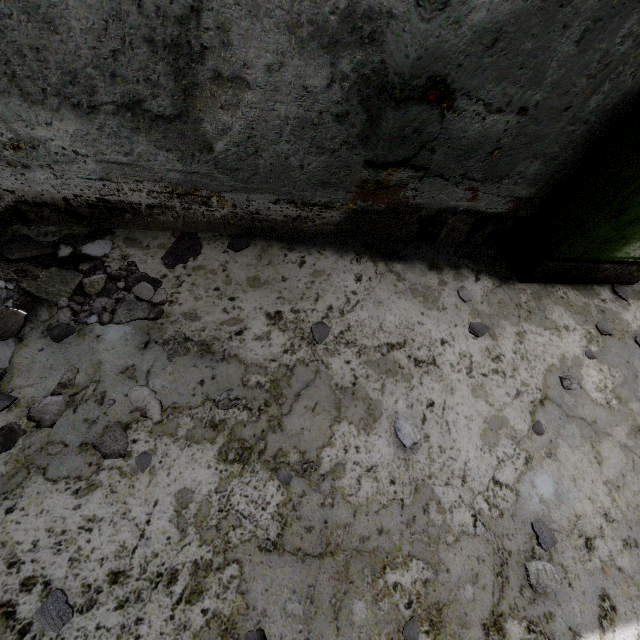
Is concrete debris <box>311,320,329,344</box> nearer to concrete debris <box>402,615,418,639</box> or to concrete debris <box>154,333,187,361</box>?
concrete debris <box>154,333,187,361</box>

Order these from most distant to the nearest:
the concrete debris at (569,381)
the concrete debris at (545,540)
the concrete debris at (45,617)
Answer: the concrete debris at (569,381) < the concrete debris at (545,540) < the concrete debris at (45,617)

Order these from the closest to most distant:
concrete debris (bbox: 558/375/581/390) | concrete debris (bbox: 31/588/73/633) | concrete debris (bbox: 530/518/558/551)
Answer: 1. concrete debris (bbox: 31/588/73/633)
2. concrete debris (bbox: 530/518/558/551)
3. concrete debris (bbox: 558/375/581/390)

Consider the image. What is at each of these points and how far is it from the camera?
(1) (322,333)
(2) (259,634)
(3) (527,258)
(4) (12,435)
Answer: (1) concrete debris, 2.50m
(2) concrete debris, 1.60m
(3) power box, 3.06m
(4) concrete debris, 1.86m

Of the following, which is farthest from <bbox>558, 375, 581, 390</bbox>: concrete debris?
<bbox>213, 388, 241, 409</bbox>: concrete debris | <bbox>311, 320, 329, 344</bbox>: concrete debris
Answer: <bbox>213, 388, 241, 409</bbox>: concrete debris

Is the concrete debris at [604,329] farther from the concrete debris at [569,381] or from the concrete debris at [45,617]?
the concrete debris at [45,617]

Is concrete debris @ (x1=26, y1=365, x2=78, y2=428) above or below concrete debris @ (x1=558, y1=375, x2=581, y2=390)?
below

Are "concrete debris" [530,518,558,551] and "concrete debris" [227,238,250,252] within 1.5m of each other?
no
